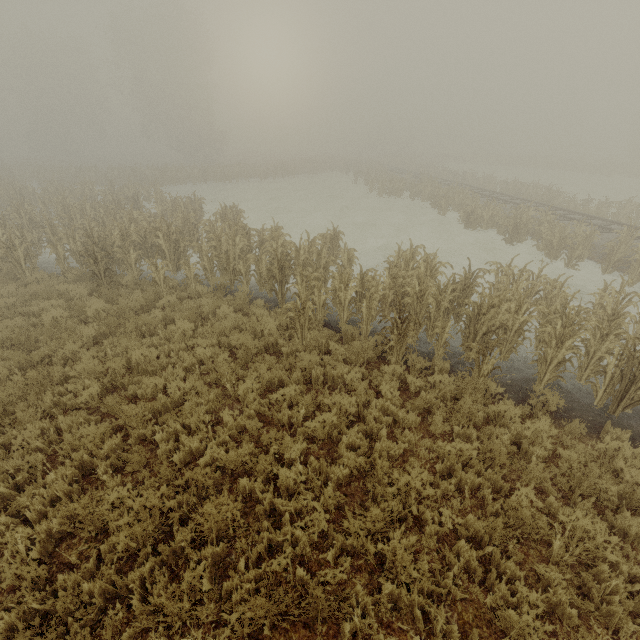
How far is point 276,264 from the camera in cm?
951

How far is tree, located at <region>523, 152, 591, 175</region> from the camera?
45.16m

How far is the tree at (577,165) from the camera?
45.16m
